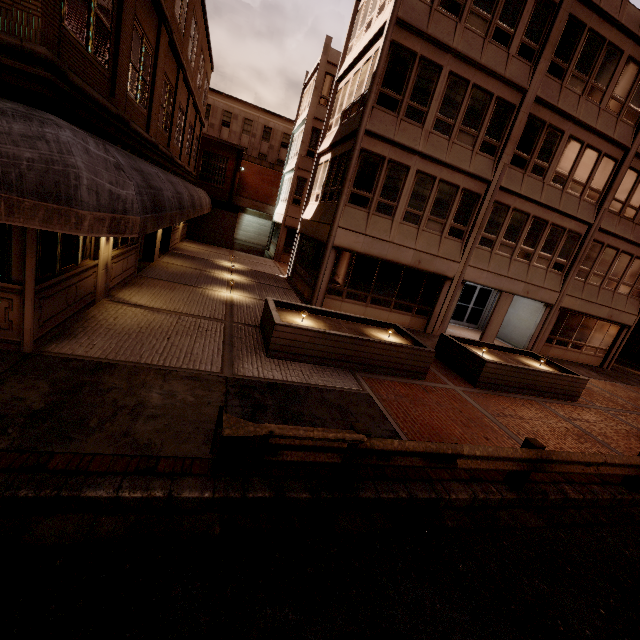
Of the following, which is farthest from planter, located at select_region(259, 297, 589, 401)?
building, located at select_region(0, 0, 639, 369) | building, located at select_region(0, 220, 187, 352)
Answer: building, located at select_region(0, 220, 187, 352)

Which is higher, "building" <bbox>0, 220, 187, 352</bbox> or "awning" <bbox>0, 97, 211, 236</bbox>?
"awning" <bbox>0, 97, 211, 236</bbox>

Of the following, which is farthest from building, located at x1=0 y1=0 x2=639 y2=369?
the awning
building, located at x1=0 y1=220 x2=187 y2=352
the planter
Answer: building, located at x1=0 y1=220 x2=187 y2=352

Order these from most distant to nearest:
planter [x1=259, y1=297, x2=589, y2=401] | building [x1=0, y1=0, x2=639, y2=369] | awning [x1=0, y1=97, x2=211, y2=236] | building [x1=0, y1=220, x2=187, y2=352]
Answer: planter [x1=259, y1=297, x2=589, y2=401] → building [x1=0, y1=0, x2=639, y2=369] → building [x1=0, y1=220, x2=187, y2=352] → awning [x1=0, y1=97, x2=211, y2=236]

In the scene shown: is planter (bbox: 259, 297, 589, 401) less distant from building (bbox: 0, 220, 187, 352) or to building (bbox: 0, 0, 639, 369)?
building (bbox: 0, 0, 639, 369)

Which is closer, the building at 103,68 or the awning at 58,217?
the awning at 58,217

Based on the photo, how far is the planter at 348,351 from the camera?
8.6 meters

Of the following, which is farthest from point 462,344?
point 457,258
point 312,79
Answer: point 312,79
